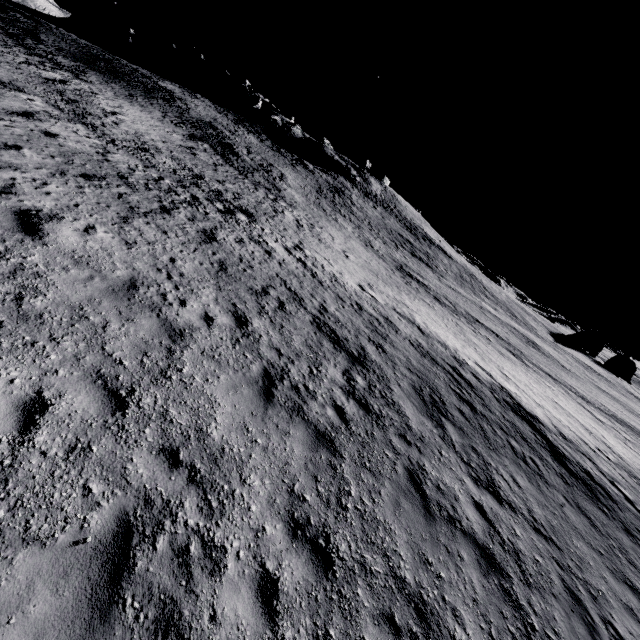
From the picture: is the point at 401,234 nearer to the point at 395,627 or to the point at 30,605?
the point at 395,627
